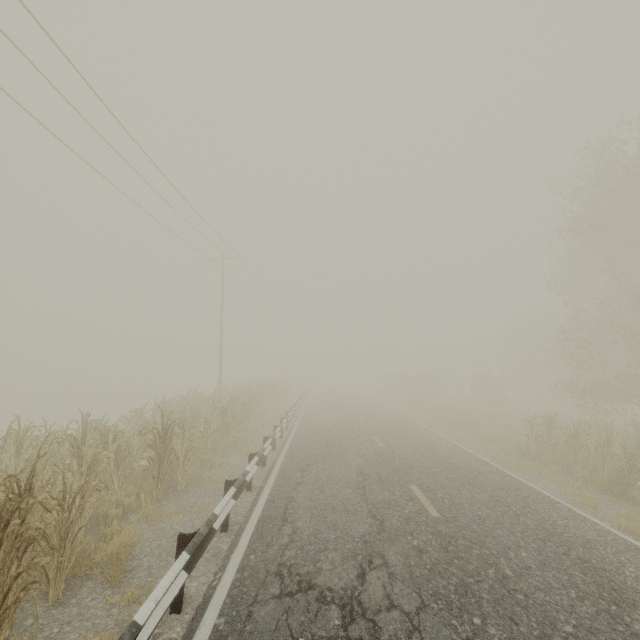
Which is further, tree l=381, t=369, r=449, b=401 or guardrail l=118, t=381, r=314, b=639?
tree l=381, t=369, r=449, b=401

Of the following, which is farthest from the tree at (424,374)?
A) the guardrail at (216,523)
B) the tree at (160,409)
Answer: the tree at (160,409)

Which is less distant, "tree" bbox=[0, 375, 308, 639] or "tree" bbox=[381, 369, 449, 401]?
"tree" bbox=[0, 375, 308, 639]

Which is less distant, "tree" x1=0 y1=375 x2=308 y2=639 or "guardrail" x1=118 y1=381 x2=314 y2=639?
"guardrail" x1=118 y1=381 x2=314 y2=639

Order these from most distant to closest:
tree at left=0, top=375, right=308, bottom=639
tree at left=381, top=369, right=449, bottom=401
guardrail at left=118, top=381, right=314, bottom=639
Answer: tree at left=381, top=369, right=449, bottom=401 → tree at left=0, top=375, right=308, bottom=639 → guardrail at left=118, top=381, right=314, bottom=639

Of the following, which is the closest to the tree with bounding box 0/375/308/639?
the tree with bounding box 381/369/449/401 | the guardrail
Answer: the guardrail

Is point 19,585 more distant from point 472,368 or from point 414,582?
point 472,368

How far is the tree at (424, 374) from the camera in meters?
39.0 m
